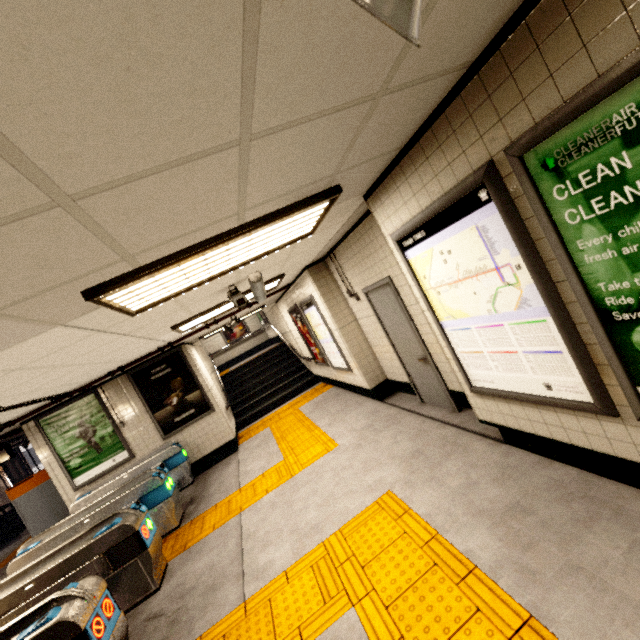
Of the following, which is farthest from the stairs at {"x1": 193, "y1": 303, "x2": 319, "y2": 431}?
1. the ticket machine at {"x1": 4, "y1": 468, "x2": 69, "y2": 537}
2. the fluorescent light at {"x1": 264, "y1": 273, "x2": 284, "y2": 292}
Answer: the fluorescent light at {"x1": 264, "y1": 273, "x2": 284, "y2": 292}

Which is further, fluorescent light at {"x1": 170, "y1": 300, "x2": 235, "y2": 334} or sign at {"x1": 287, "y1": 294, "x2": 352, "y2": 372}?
sign at {"x1": 287, "y1": 294, "x2": 352, "y2": 372}

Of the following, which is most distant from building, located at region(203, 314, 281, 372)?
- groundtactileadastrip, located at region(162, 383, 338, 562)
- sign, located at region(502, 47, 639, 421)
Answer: sign, located at region(502, 47, 639, 421)

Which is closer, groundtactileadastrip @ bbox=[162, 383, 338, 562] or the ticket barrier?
the ticket barrier

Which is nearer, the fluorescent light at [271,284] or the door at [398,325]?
the door at [398,325]

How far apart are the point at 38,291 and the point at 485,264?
2.8m

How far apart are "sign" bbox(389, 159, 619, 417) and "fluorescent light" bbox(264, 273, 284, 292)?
2.6m

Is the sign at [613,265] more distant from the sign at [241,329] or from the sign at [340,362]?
the sign at [241,329]
